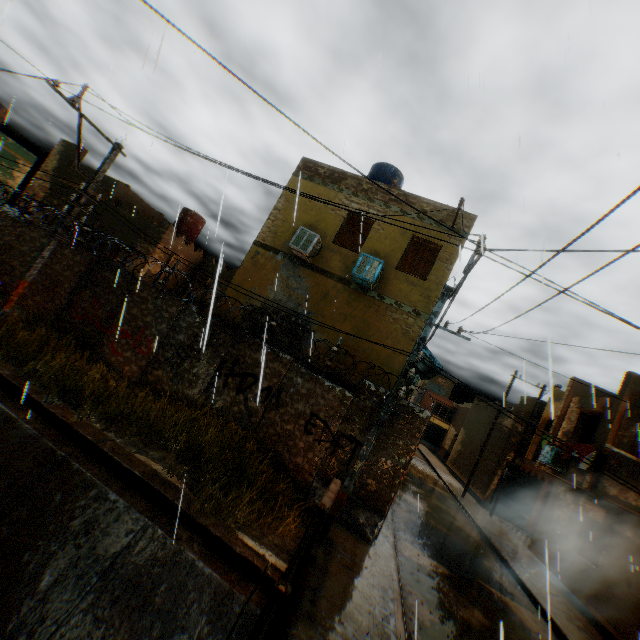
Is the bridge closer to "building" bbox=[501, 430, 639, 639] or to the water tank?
"building" bbox=[501, 430, 639, 639]

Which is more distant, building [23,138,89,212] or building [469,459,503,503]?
building [469,459,503,503]

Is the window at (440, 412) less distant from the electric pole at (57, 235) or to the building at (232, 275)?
the building at (232, 275)

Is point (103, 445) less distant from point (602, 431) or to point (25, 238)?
point (25, 238)

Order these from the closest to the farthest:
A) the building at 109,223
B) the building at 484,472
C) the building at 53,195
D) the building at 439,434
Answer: the building at 109,223 → the building at 53,195 → the building at 484,472 → the building at 439,434

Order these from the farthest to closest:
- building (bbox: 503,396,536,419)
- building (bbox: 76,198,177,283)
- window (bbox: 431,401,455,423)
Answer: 1. window (bbox: 431,401,455,423)
2. building (bbox: 503,396,536,419)
3. building (bbox: 76,198,177,283)

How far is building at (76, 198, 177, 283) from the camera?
16.89m

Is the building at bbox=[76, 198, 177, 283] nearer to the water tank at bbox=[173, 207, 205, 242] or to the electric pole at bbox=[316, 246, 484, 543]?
the water tank at bbox=[173, 207, 205, 242]
